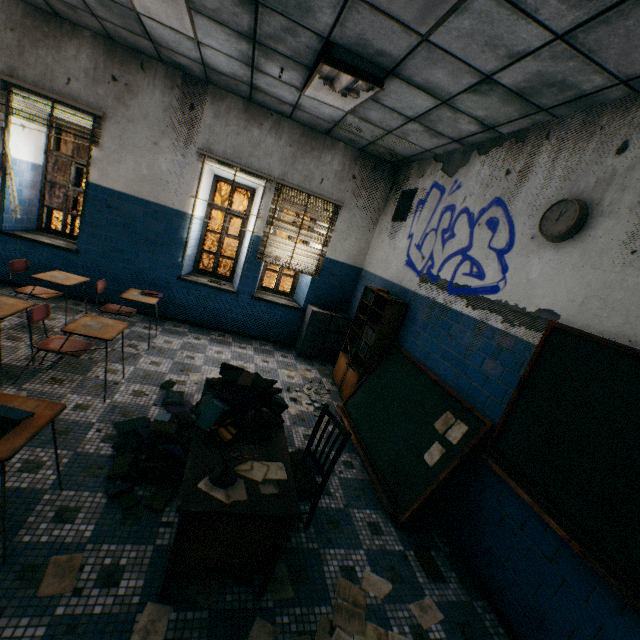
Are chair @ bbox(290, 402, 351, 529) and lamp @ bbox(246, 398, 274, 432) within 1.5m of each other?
yes

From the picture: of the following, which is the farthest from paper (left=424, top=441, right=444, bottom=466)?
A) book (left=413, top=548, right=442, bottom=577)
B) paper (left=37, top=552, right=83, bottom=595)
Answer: paper (left=37, top=552, right=83, bottom=595)

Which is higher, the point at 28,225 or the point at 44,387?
the point at 28,225

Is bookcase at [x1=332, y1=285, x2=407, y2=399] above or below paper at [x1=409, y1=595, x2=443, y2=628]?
above

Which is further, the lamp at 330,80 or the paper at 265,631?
the lamp at 330,80

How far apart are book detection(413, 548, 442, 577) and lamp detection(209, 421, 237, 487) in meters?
1.9 m

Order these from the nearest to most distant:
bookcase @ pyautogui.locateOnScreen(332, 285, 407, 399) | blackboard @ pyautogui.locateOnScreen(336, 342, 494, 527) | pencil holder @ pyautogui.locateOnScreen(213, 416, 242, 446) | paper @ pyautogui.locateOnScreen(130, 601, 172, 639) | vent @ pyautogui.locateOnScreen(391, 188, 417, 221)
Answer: paper @ pyautogui.locateOnScreen(130, 601, 172, 639) < pencil holder @ pyautogui.locateOnScreen(213, 416, 242, 446) < blackboard @ pyautogui.locateOnScreen(336, 342, 494, 527) < bookcase @ pyautogui.locateOnScreen(332, 285, 407, 399) < vent @ pyautogui.locateOnScreen(391, 188, 417, 221)

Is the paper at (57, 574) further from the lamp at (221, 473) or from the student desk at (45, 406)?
the lamp at (221, 473)
